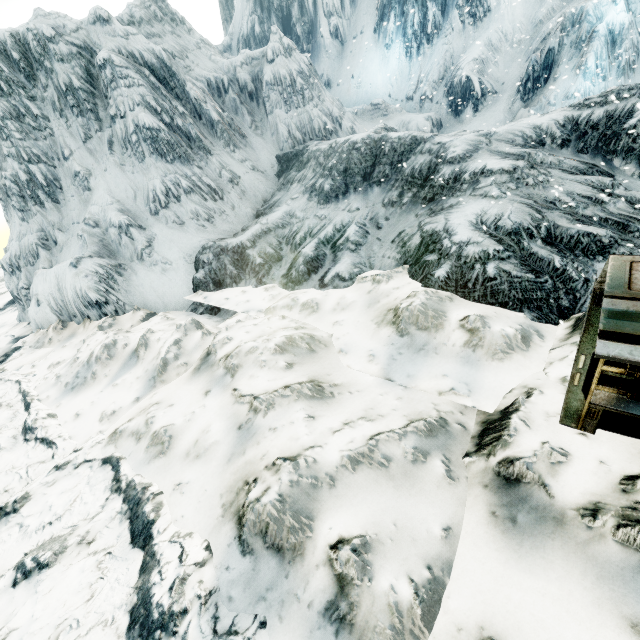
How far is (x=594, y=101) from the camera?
9.81m
